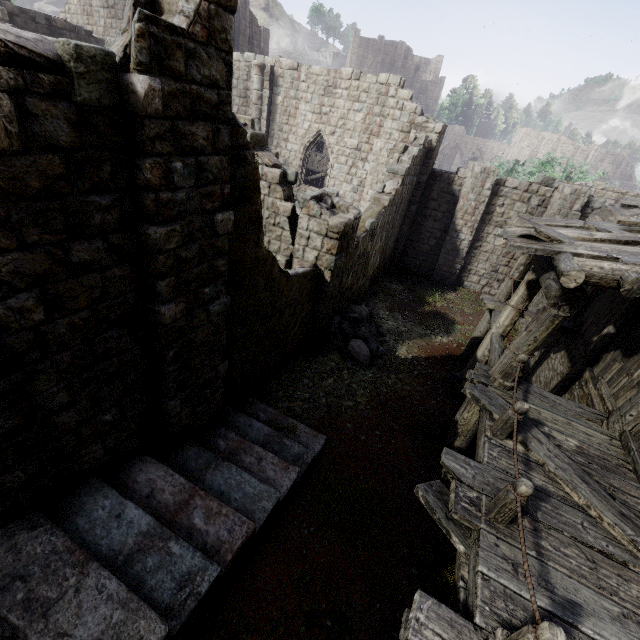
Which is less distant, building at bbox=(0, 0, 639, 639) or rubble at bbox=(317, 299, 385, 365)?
building at bbox=(0, 0, 639, 639)

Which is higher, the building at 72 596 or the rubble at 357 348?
the building at 72 596

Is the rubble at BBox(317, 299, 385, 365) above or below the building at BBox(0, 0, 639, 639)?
below

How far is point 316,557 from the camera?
5.5m

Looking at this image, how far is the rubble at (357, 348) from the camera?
10.7m

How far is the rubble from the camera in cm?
1074
